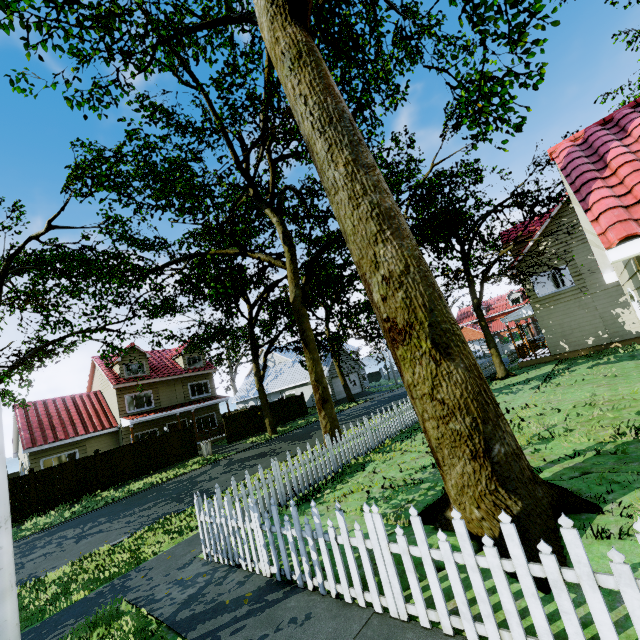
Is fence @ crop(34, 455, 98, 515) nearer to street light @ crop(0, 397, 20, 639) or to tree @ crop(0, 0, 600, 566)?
tree @ crop(0, 0, 600, 566)

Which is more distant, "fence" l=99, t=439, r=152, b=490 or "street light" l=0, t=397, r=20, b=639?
"fence" l=99, t=439, r=152, b=490

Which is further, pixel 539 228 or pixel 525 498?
pixel 539 228

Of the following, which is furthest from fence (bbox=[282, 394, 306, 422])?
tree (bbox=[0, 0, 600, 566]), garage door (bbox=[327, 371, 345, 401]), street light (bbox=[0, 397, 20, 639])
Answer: garage door (bbox=[327, 371, 345, 401])

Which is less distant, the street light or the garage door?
the street light

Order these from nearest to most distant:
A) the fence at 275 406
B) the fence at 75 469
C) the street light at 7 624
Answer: the street light at 7 624
the fence at 75 469
the fence at 275 406

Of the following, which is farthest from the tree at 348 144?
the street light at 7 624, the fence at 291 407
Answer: the street light at 7 624

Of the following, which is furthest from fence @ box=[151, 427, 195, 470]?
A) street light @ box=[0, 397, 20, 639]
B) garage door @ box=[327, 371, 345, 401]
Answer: garage door @ box=[327, 371, 345, 401]
